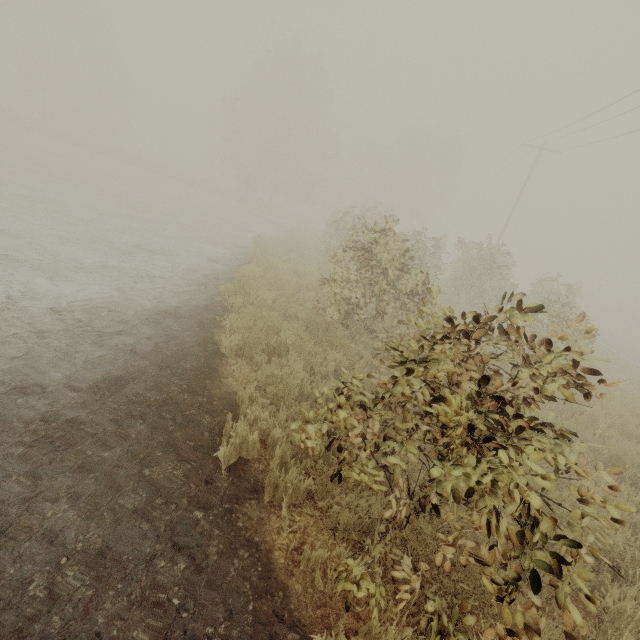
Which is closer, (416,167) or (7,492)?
(7,492)
